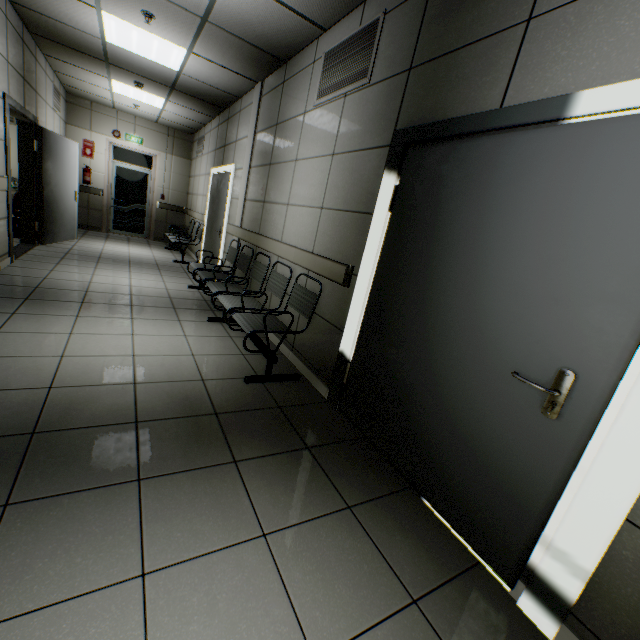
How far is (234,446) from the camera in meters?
2.0

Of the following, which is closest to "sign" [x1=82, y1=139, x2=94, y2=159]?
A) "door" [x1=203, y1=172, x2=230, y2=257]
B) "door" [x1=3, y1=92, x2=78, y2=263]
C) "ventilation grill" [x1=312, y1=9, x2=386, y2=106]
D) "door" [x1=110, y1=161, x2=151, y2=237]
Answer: "door" [x1=110, y1=161, x2=151, y2=237]

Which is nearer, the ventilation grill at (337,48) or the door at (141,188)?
the ventilation grill at (337,48)

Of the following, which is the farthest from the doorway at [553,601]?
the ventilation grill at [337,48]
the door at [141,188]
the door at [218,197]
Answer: the door at [141,188]

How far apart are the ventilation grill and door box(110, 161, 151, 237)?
8.2m

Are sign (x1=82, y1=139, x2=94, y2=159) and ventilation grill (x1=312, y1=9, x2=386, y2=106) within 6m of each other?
no

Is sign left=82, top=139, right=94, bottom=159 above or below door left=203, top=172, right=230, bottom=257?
above

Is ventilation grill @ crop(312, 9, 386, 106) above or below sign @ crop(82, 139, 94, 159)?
above
